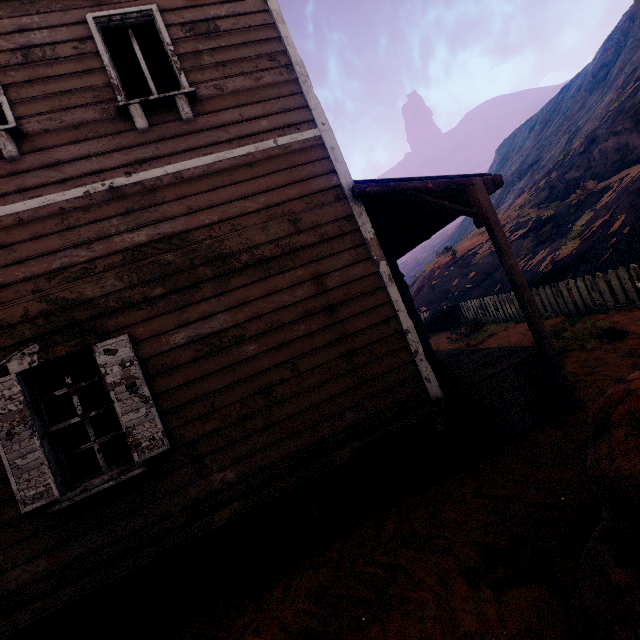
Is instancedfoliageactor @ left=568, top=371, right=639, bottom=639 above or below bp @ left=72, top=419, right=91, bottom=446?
below

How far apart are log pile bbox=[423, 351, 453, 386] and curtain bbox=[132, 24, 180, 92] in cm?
501

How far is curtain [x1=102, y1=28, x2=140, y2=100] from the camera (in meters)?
4.17

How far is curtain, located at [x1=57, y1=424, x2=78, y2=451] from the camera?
3.57m

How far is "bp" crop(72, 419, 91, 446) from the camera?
8.1m

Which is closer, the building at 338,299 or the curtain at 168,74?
the building at 338,299

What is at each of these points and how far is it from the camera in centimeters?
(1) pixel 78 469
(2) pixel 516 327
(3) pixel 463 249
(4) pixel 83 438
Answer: (1) curtain, 356cm
(2) z, 1024cm
(3) z, 2223cm
(4) bp, 816cm

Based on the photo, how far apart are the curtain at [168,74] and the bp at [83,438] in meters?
7.8
